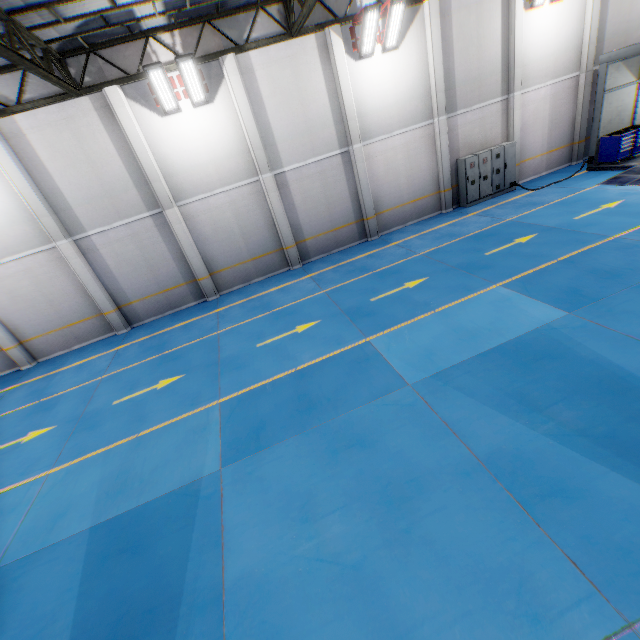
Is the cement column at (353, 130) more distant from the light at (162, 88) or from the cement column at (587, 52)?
the cement column at (587, 52)

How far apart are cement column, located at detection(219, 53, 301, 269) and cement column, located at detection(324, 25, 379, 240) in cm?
335

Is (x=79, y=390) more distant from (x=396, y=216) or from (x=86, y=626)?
(x=396, y=216)

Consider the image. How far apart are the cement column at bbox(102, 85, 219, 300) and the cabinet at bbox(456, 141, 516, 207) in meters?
12.4

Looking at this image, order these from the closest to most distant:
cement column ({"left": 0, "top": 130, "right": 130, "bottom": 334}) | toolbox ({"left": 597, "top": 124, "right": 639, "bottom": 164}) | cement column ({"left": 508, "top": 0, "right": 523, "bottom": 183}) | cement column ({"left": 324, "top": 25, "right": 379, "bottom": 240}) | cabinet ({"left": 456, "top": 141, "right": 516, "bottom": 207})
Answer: cement column ({"left": 0, "top": 130, "right": 130, "bottom": 334}) < cement column ({"left": 324, "top": 25, "right": 379, "bottom": 240}) < cement column ({"left": 508, "top": 0, "right": 523, "bottom": 183}) < toolbox ({"left": 597, "top": 124, "right": 639, "bottom": 164}) < cabinet ({"left": 456, "top": 141, "right": 516, "bottom": 207})

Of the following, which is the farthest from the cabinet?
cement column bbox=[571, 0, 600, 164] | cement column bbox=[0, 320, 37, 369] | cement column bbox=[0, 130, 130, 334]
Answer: cement column bbox=[0, 320, 37, 369]

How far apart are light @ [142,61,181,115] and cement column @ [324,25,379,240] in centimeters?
565cm

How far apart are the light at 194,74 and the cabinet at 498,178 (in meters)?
10.95
